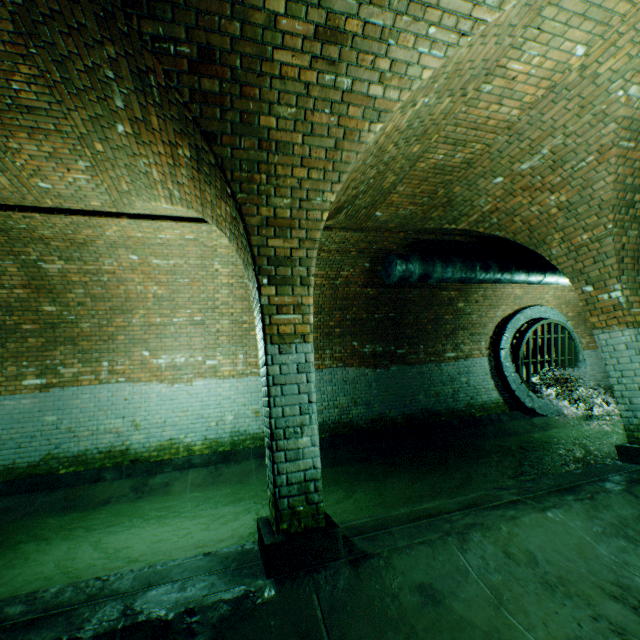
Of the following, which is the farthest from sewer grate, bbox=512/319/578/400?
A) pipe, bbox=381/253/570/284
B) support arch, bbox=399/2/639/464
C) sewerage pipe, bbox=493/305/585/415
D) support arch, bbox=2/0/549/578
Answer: support arch, bbox=2/0/549/578

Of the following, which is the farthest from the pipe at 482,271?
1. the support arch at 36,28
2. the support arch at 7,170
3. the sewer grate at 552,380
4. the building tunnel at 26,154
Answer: the support arch at 7,170

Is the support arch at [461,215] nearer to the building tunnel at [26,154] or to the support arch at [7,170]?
the building tunnel at [26,154]

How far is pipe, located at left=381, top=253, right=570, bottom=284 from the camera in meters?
6.5

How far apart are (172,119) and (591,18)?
3.8 meters

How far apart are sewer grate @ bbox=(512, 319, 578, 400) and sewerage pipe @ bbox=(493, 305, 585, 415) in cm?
1

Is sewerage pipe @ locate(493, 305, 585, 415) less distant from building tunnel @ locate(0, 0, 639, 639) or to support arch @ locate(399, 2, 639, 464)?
building tunnel @ locate(0, 0, 639, 639)

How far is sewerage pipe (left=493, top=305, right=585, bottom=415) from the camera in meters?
9.5
